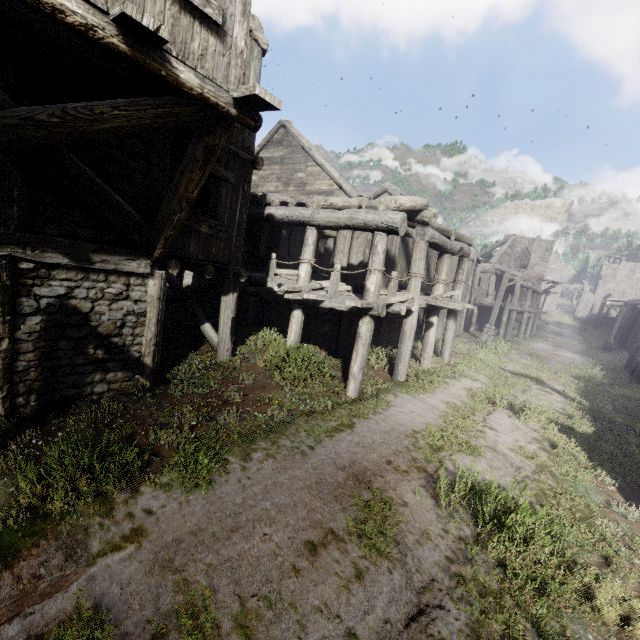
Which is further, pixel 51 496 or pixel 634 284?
pixel 634 284

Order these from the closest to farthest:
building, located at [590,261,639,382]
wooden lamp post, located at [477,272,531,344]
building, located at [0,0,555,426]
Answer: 1. building, located at [0,0,555,426]
2. wooden lamp post, located at [477,272,531,344]
3. building, located at [590,261,639,382]

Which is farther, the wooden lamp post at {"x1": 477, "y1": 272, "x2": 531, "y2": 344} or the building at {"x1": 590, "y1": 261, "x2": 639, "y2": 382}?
the building at {"x1": 590, "y1": 261, "x2": 639, "y2": 382}

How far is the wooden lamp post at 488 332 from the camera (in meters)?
20.44

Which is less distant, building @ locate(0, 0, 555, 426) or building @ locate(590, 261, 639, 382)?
building @ locate(0, 0, 555, 426)

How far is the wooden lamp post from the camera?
20.4m

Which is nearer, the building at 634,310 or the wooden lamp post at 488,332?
the wooden lamp post at 488,332
